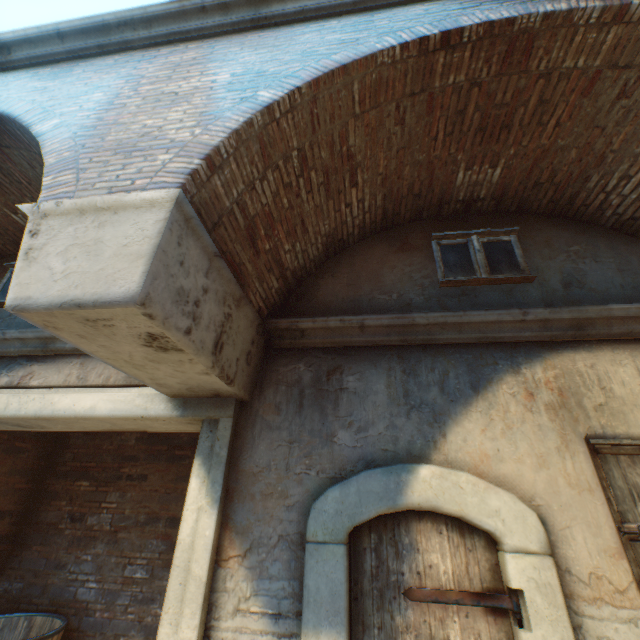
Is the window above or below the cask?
above

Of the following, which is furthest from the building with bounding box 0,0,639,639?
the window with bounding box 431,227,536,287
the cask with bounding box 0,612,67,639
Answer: the cask with bounding box 0,612,67,639

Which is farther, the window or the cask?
the cask

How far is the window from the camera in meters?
3.6

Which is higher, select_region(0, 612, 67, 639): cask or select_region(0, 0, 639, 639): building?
select_region(0, 0, 639, 639): building

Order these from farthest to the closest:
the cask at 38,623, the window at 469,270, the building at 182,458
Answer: the cask at 38,623, the window at 469,270, the building at 182,458

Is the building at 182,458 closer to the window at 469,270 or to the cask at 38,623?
the window at 469,270

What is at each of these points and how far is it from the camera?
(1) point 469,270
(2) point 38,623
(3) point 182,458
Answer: (1) window, 3.8 meters
(2) cask, 4.7 meters
(3) building, 5.7 meters
